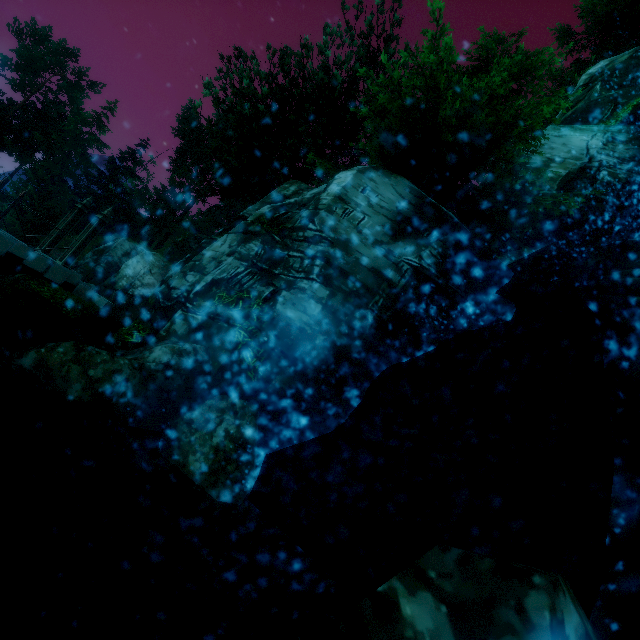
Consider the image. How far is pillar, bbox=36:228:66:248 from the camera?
11.8 meters

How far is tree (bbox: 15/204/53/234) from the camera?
27.5m

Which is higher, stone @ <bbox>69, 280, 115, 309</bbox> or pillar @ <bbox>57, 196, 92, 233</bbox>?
pillar @ <bbox>57, 196, 92, 233</bbox>

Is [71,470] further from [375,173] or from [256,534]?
[375,173]

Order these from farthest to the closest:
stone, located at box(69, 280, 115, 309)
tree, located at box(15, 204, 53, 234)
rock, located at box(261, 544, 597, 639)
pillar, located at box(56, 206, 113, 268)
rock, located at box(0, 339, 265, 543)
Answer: tree, located at box(15, 204, 53, 234)
stone, located at box(69, 280, 115, 309)
pillar, located at box(56, 206, 113, 268)
rock, located at box(0, 339, 265, 543)
rock, located at box(261, 544, 597, 639)

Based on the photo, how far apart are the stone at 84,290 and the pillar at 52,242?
0.9 meters

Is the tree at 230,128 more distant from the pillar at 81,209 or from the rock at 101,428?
the rock at 101,428

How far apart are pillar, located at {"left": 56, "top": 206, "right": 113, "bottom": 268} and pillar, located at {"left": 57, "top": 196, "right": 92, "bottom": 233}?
1.0 meters
